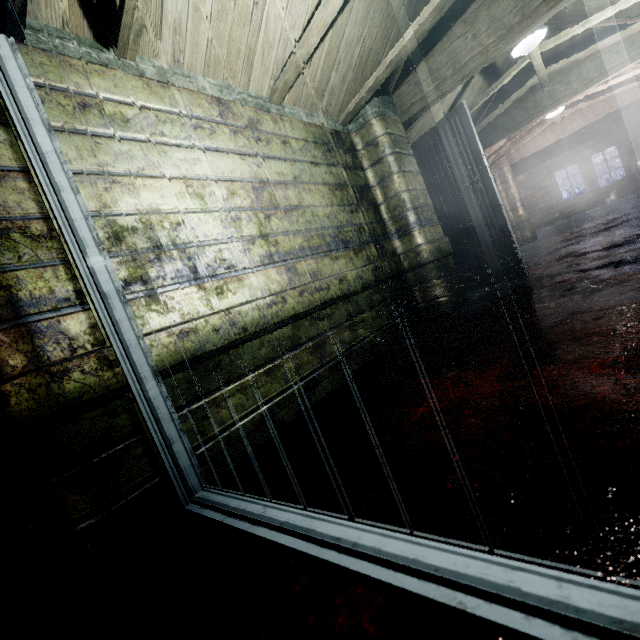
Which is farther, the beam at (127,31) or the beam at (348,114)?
the beam at (348,114)

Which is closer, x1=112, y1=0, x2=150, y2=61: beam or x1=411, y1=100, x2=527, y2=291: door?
x1=112, y1=0, x2=150, y2=61: beam

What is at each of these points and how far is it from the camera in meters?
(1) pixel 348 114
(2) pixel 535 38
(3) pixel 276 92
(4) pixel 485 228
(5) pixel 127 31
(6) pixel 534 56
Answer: (1) beam, 3.0 m
(2) light, 3.2 m
(3) beam, 2.3 m
(4) door, 3.5 m
(5) beam, 1.5 m
(6) beam, 3.7 m

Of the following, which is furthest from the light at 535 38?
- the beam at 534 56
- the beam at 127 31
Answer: the beam at 127 31

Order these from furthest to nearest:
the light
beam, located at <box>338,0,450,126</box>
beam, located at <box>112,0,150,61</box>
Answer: the light → beam, located at <box>338,0,450,126</box> → beam, located at <box>112,0,150,61</box>

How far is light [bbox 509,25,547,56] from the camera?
3.2 meters

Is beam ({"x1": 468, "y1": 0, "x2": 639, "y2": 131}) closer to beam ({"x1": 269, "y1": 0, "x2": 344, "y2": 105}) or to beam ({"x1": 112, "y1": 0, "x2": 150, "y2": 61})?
beam ({"x1": 269, "y1": 0, "x2": 344, "y2": 105})

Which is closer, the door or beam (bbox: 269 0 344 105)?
beam (bbox: 269 0 344 105)
